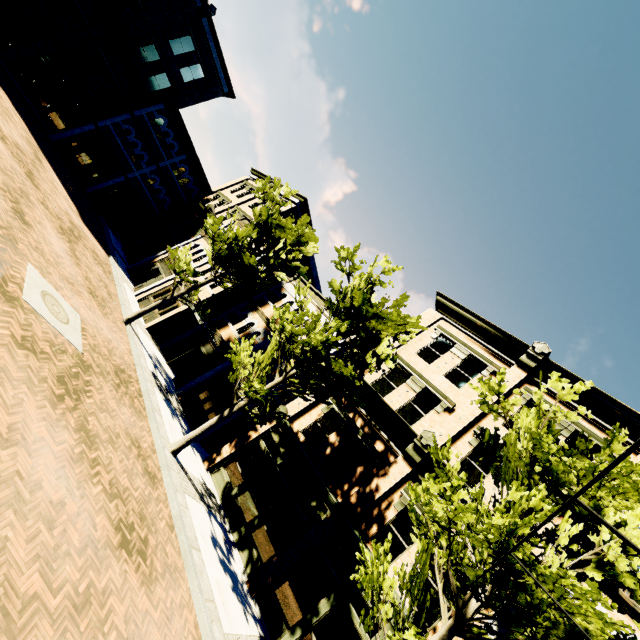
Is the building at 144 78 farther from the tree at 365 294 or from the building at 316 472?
the tree at 365 294

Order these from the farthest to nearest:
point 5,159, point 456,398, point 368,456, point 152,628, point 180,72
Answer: point 180,72 < point 456,398 < point 368,456 < point 5,159 < point 152,628

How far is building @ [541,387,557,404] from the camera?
13.5 meters

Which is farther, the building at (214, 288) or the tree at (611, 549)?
the building at (214, 288)

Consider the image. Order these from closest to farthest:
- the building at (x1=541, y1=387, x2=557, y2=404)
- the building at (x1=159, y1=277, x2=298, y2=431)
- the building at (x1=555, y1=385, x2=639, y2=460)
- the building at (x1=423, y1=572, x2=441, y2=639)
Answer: the building at (x1=423, y1=572, x2=441, y2=639) < the building at (x1=555, y1=385, x2=639, y2=460) < the building at (x1=541, y1=387, x2=557, y2=404) < the building at (x1=159, y1=277, x2=298, y2=431)

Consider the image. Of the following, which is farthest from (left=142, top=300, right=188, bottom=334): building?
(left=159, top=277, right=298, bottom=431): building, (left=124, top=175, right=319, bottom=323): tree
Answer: (left=124, top=175, right=319, bottom=323): tree
